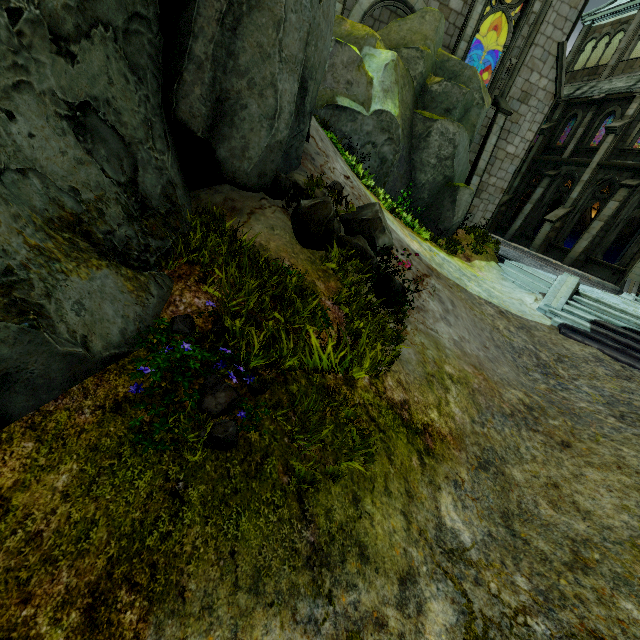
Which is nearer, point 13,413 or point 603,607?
point 13,413

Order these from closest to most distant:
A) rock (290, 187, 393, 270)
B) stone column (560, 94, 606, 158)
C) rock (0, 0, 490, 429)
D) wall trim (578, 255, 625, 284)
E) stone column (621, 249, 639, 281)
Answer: rock (0, 0, 490, 429) < rock (290, 187, 393, 270) < stone column (621, 249, 639, 281) < wall trim (578, 255, 625, 284) < stone column (560, 94, 606, 158)

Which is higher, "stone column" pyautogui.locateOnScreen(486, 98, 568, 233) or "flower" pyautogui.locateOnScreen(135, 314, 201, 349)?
"stone column" pyautogui.locateOnScreen(486, 98, 568, 233)

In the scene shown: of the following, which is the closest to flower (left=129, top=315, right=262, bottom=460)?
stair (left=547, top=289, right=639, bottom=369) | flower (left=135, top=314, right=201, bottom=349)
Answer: flower (left=135, top=314, right=201, bottom=349)

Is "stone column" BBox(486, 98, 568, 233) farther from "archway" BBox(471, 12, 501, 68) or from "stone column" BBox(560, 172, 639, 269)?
"archway" BBox(471, 12, 501, 68)

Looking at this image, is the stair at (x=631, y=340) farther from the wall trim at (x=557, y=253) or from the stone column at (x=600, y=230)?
the wall trim at (x=557, y=253)

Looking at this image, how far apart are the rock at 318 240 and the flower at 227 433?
3.1 meters

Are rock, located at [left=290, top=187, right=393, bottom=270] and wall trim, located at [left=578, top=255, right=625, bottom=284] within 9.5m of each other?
no
